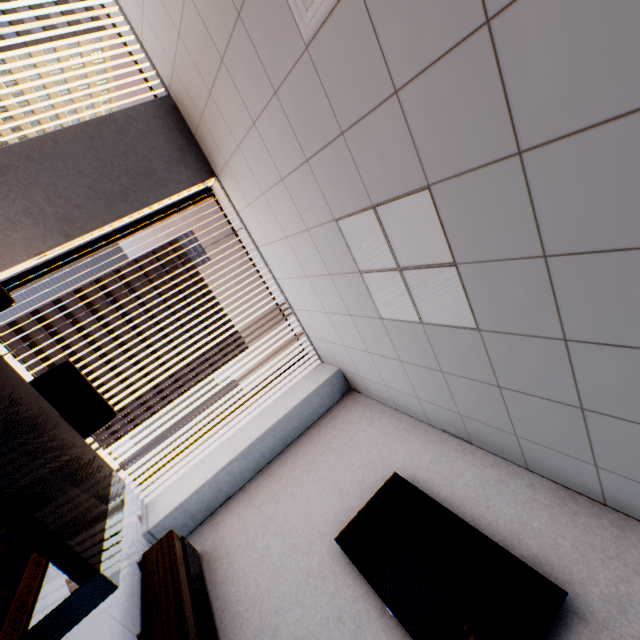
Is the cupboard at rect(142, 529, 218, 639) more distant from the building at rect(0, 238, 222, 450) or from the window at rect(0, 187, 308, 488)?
the building at rect(0, 238, 222, 450)

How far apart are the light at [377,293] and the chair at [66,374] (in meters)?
2.15

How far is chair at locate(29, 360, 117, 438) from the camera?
2.0 meters

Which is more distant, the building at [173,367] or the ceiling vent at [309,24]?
the building at [173,367]

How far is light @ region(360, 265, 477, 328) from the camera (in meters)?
2.12

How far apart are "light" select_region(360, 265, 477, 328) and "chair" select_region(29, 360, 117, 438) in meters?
2.1 m

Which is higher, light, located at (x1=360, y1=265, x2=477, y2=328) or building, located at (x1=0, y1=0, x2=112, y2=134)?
building, located at (x1=0, y1=0, x2=112, y2=134)

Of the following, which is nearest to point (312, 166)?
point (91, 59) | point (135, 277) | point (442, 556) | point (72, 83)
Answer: point (442, 556)
